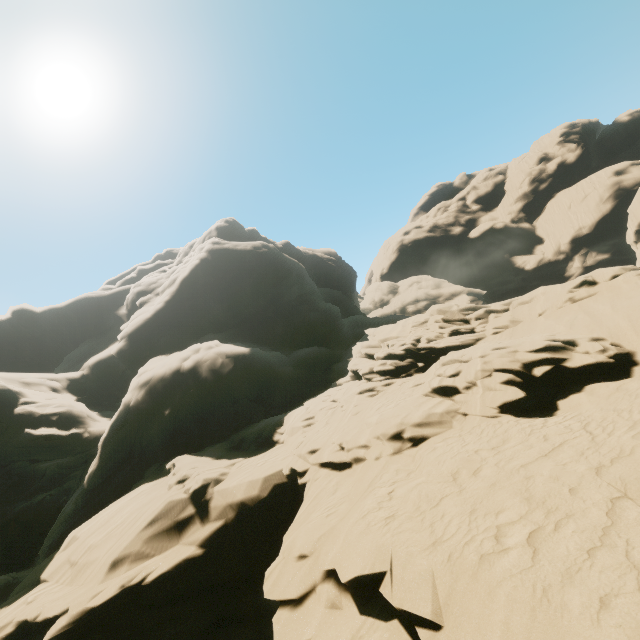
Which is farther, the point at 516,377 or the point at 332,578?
the point at 516,377

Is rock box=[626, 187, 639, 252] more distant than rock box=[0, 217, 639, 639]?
Yes

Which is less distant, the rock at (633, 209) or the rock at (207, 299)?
the rock at (207, 299)
